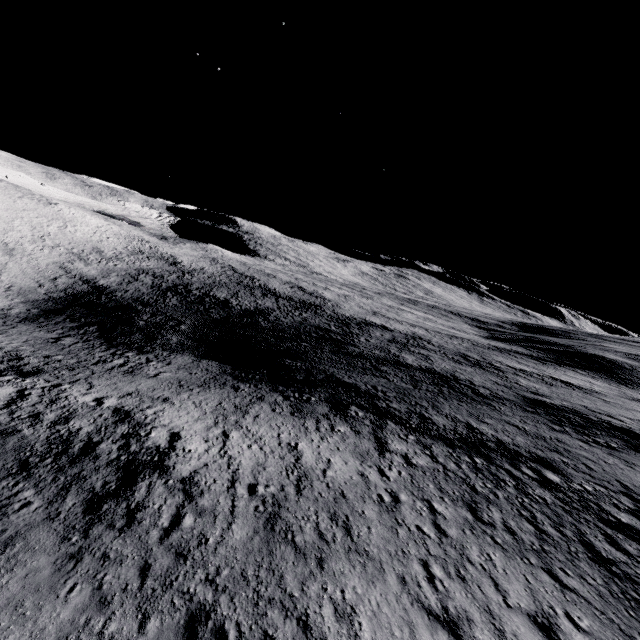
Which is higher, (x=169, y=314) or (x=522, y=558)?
(x=522, y=558)
